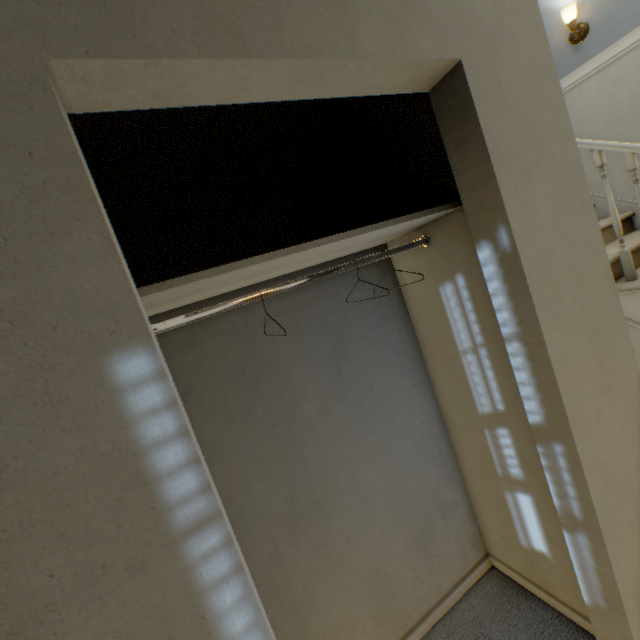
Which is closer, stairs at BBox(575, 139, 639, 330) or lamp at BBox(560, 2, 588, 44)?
stairs at BBox(575, 139, 639, 330)

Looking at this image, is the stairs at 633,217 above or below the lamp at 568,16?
below

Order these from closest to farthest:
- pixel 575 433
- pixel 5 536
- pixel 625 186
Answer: pixel 5 536 < pixel 575 433 < pixel 625 186

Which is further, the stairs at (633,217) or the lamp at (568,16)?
the lamp at (568,16)

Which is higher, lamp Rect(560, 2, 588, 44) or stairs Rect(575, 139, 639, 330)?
lamp Rect(560, 2, 588, 44)
